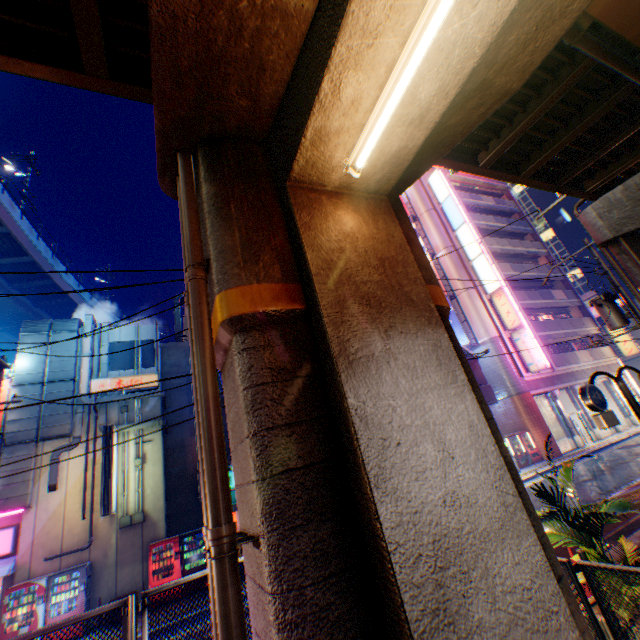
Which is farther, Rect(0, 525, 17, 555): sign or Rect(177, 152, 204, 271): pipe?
Rect(0, 525, 17, 555): sign

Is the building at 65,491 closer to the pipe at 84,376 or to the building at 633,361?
the pipe at 84,376

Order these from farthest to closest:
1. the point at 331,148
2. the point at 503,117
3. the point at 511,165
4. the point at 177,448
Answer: the point at 177,448, the point at 511,165, the point at 503,117, the point at 331,148

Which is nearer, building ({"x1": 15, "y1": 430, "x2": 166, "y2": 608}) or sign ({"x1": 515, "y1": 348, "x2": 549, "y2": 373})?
building ({"x1": 15, "y1": 430, "x2": 166, "y2": 608})

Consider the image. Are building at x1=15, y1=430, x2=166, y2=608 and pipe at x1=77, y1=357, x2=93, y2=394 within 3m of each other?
yes

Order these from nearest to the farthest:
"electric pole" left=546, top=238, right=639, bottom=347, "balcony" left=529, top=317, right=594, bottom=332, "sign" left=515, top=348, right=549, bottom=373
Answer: "electric pole" left=546, top=238, right=639, bottom=347
"sign" left=515, top=348, right=549, bottom=373
"balcony" left=529, top=317, right=594, bottom=332

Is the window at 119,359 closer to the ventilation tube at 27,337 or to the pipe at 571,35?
the ventilation tube at 27,337

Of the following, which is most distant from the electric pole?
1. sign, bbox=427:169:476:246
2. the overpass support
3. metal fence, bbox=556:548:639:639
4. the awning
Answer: the awning
